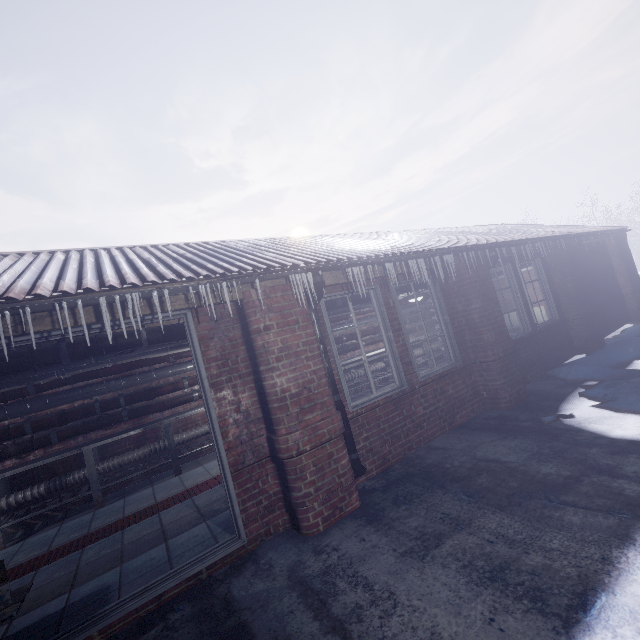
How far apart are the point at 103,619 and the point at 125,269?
2.51m

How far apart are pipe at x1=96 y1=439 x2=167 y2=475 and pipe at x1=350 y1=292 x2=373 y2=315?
1.38m

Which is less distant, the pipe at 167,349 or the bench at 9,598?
the bench at 9,598

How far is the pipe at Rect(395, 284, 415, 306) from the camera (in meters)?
5.23

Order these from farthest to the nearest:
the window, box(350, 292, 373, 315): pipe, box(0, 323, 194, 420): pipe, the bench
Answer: box(350, 292, 373, 315): pipe, the window, box(0, 323, 194, 420): pipe, the bench

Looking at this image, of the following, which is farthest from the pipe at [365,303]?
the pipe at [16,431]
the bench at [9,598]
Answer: the bench at [9,598]

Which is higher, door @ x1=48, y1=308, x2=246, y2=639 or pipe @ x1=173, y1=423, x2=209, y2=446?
pipe @ x1=173, y1=423, x2=209, y2=446
